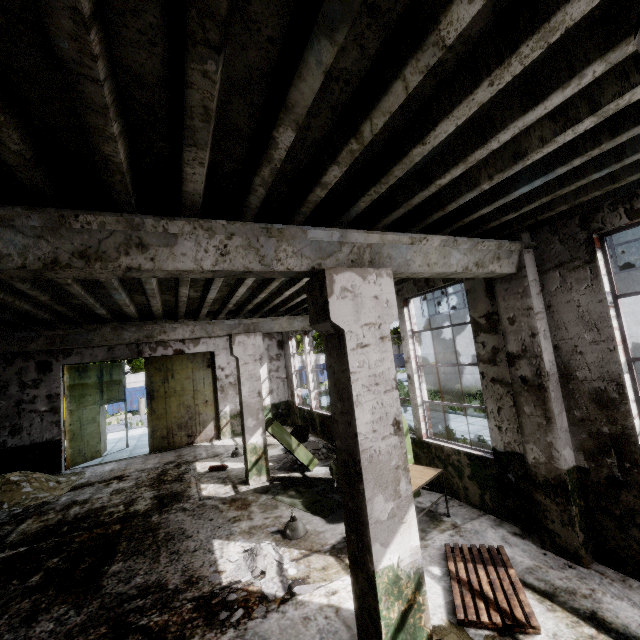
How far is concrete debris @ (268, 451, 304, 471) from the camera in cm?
914

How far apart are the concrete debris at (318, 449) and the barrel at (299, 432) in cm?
4

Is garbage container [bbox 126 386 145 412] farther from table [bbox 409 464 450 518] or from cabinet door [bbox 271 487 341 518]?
table [bbox 409 464 450 518]

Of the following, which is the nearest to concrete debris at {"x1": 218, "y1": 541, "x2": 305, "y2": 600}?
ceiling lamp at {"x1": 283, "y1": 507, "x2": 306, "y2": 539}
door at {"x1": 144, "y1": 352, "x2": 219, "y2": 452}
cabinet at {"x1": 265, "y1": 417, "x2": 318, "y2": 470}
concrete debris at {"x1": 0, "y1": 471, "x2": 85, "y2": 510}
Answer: ceiling lamp at {"x1": 283, "y1": 507, "x2": 306, "y2": 539}

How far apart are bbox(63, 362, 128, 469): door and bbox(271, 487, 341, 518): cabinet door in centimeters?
953cm

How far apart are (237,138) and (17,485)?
12.30m

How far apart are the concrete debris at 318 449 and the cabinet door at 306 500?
1.2m

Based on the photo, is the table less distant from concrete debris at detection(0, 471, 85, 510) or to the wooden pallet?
the wooden pallet
